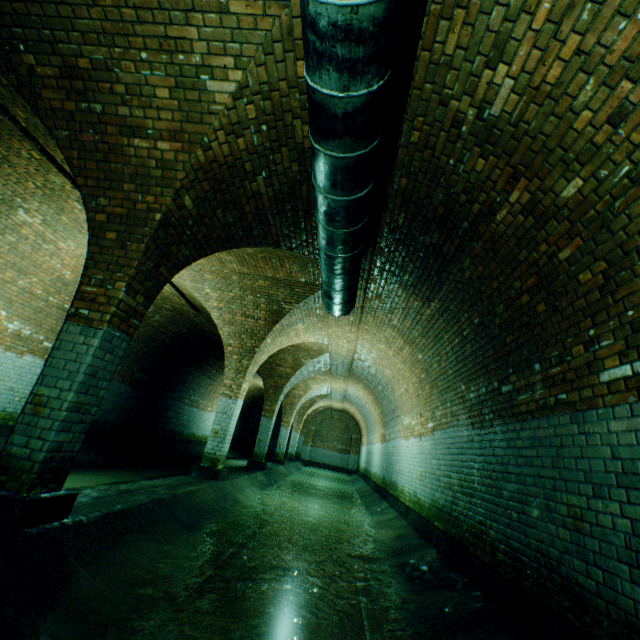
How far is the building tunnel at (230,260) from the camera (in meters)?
6.42

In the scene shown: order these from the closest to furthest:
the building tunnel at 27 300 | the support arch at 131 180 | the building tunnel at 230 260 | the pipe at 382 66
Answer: the pipe at 382 66, the support arch at 131 180, the building tunnel at 27 300, the building tunnel at 230 260

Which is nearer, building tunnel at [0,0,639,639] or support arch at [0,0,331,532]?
building tunnel at [0,0,639,639]

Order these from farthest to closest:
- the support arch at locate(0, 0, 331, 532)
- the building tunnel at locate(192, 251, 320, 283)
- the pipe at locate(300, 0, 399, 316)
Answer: the building tunnel at locate(192, 251, 320, 283), the support arch at locate(0, 0, 331, 532), the pipe at locate(300, 0, 399, 316)

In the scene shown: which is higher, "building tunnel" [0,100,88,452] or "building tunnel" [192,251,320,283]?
"building tunnel" [192,251,320,283]

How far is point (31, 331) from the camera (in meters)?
7.62

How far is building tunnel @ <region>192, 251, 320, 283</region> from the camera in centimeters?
642cm
